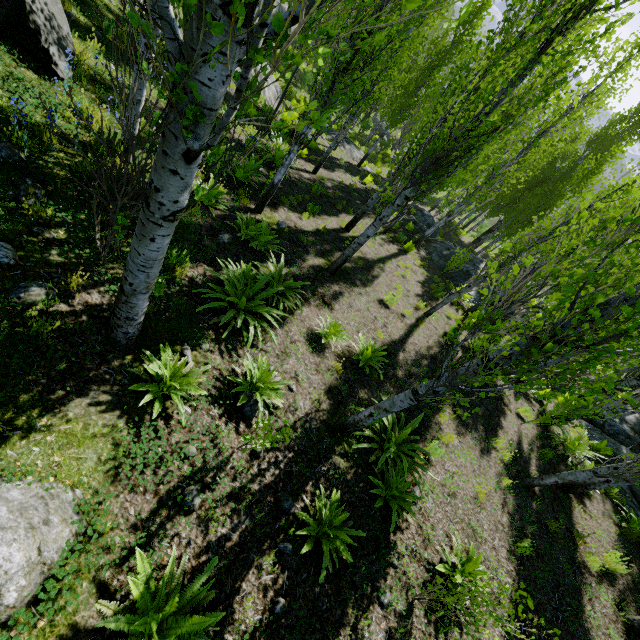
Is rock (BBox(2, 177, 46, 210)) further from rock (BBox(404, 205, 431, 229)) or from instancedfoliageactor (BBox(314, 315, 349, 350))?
rock (BBox(404, 205, 431, 229))

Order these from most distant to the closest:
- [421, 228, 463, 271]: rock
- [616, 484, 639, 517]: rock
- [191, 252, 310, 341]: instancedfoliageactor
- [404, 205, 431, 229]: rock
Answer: [404, 205, 431, 229]: rock < [421, 228, 463, 271]: rock < [616, 484, 639, 517]: rock < [191, 252, 310, 341]: instancedfoliageactor

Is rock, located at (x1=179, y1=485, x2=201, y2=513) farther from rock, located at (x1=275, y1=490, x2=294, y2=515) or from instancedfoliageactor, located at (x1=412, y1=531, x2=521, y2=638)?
rock, located at (x1=275, y1=490, x2=294, y2=515)

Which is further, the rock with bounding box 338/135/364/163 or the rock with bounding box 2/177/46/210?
the rock with bounding box 338/135/364/163

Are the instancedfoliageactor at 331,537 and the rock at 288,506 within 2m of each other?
yes

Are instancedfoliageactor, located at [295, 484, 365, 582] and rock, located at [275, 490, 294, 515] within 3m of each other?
yes

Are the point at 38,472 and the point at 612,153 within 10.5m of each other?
no

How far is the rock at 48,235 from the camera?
3.9m
